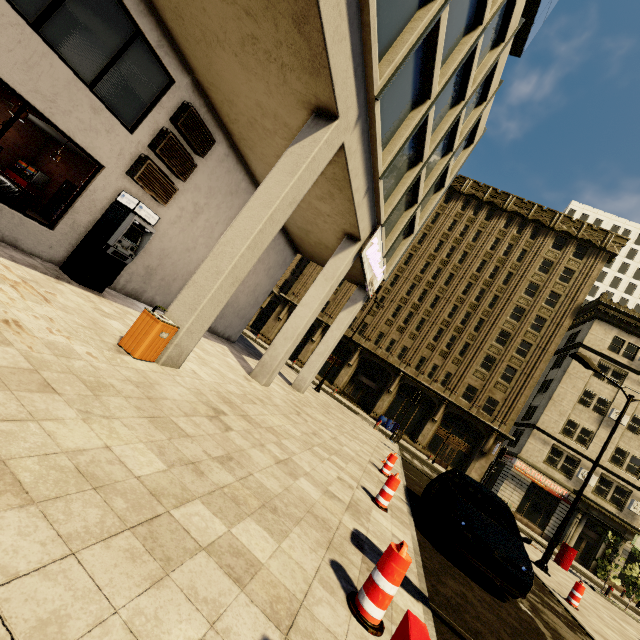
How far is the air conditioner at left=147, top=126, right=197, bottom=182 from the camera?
8.3m

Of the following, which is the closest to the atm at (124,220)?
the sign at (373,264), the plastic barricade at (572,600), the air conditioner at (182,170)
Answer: the air conditioner at (182,170)

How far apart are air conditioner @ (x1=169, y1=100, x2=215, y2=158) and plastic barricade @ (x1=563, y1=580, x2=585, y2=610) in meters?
16.5

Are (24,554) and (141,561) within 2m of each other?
yes

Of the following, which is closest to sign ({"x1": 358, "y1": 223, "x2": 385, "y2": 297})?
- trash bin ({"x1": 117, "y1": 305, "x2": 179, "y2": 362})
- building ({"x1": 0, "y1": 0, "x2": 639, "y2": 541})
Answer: building ({"x1": 0, "y1": 0, "x2": 639, "y2": 541})

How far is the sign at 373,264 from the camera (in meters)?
11.45

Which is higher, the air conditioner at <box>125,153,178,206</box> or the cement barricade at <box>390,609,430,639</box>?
the air conditioner at <box>125,153,178,206</box>

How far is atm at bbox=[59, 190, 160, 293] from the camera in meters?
7.8 m
